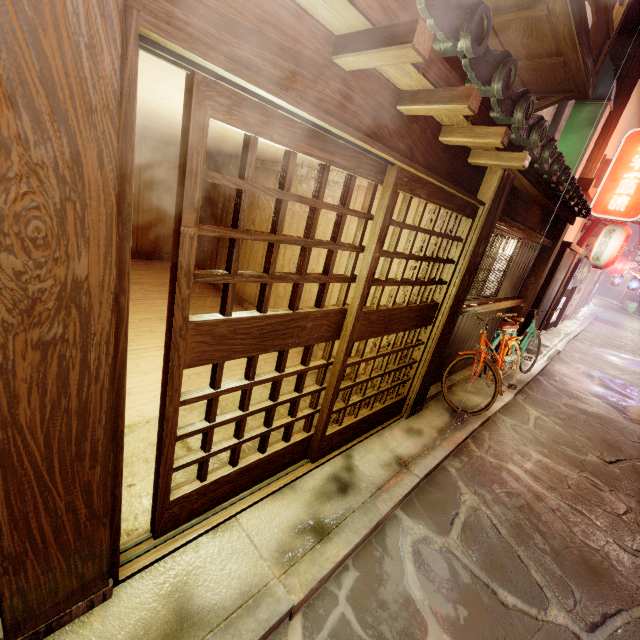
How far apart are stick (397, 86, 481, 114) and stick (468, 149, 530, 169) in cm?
211

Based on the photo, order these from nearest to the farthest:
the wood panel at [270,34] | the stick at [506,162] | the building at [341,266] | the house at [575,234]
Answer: the wood panel at [270,34], the stick at [506,162], the building at [341,266], the house at [575,234]

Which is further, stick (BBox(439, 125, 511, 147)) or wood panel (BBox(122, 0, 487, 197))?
stick (BBox(439, 125, 511, 147))

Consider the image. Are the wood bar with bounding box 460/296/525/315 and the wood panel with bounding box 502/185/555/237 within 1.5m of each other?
no

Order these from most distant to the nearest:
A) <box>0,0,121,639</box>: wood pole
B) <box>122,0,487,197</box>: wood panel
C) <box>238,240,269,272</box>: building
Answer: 1. <box>238,240,269,272</box>: building
2. <box>122,0,487,197</box>: wood panel
3. <box>0,0,121,639</box>: wood pole

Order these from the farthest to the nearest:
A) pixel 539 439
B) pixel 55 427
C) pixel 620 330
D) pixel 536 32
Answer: pixel 620 330 < pixel 539 439 < pixel 536 32 < pixel 55 427

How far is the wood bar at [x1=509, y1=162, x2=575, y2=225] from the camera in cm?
665

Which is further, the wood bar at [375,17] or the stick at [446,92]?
the stick at [446,92]
